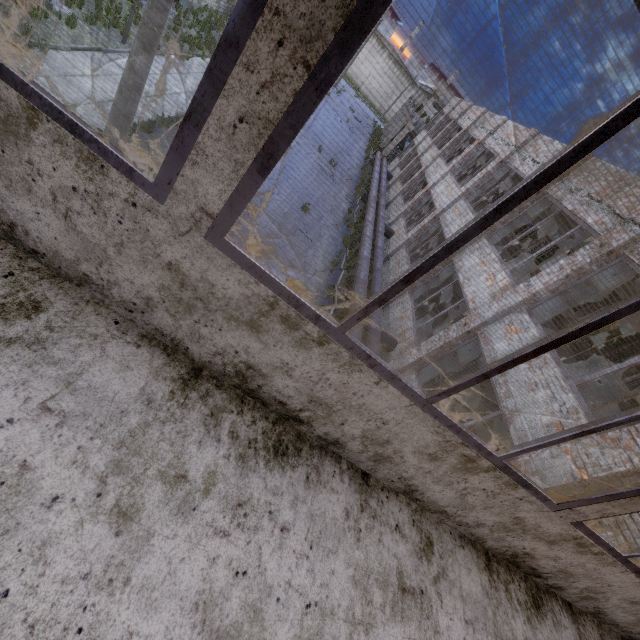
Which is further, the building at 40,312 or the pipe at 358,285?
the pipe at 358,285

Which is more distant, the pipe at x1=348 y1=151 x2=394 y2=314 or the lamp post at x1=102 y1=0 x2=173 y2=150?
the pipe at x1=348 y1=151 x2=394 y2=314

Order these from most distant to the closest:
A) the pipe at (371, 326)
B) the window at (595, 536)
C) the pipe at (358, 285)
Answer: the pipe at (358, 285) < the pipe at (371, 326) < the window at (595, 536)

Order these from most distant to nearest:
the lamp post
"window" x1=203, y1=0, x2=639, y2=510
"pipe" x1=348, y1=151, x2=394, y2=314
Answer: "pipe" x1=348, y1=151, x2=394, y2=314 < the lamp post < "window" x1=203, y1=0, x2=639, y2=510

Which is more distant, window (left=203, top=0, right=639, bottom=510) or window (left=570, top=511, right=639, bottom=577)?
window (left=570, top=511, right=639, bottom=577)

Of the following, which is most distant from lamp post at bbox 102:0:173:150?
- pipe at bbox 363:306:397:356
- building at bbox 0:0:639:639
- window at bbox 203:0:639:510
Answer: pipe at bbox 363:306:397:356

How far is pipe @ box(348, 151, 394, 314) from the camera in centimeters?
1248cm

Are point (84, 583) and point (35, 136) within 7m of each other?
yes
